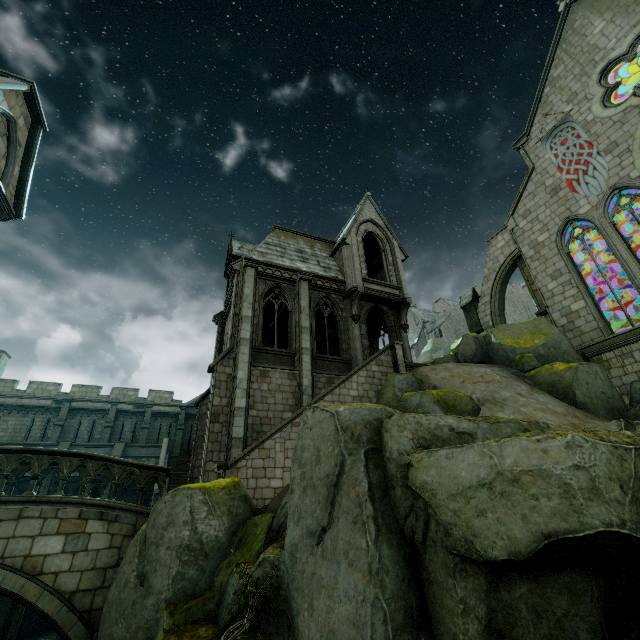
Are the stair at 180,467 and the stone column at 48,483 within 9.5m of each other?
yes

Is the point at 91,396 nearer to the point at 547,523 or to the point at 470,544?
the point at 470,544

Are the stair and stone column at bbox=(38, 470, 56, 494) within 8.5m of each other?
yes

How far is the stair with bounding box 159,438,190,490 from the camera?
23.0 meters

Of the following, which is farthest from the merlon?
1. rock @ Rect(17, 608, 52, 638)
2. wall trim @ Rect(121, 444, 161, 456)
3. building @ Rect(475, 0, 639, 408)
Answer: wall trim @ Rect(121, 444, 161, 456)

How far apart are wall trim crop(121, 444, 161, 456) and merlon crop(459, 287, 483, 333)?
25.00m

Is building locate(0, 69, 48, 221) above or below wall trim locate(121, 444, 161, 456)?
above

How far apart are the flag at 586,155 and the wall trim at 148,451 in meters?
32.7 m
